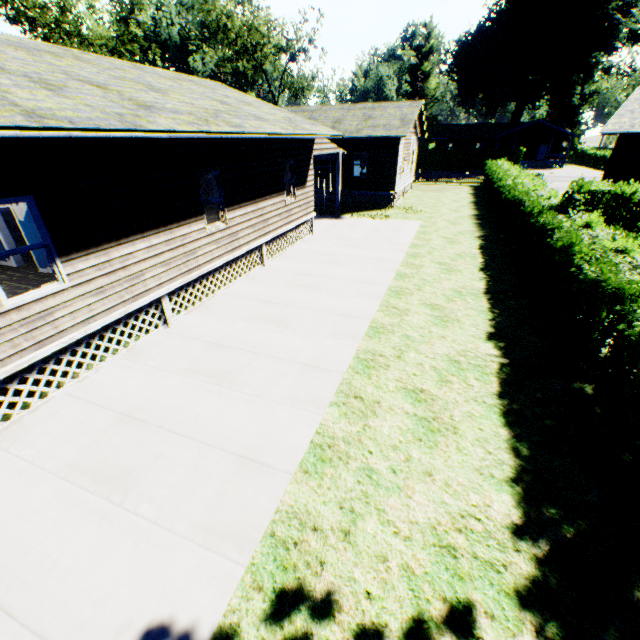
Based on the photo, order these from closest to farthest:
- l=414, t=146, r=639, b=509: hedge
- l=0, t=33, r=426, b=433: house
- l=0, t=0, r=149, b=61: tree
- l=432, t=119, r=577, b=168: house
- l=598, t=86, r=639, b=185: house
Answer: l=414, t=146, r=639, b=509: hedge < l=0, t=33, r=426, b=433: house < l=598, t=86, r=639, b=185: house < l=0, t=0, r=149, b=61: tree < l=432, t=119, r=577, b=168: house

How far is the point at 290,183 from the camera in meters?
13.4

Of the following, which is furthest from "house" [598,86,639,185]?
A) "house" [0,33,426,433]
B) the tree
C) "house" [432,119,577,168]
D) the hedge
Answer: the tree

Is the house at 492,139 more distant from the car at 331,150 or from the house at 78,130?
the house at 78,130

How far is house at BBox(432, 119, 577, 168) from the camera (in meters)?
49.52

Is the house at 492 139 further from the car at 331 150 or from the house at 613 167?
the car at 331 150

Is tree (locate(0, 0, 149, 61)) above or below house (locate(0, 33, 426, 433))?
above

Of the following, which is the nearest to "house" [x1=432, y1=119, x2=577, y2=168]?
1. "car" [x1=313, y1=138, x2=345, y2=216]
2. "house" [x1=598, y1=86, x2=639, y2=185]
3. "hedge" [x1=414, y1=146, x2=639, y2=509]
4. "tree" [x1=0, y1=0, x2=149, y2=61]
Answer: "house" [x1=598, y1=86, x2=639, y2=185]
